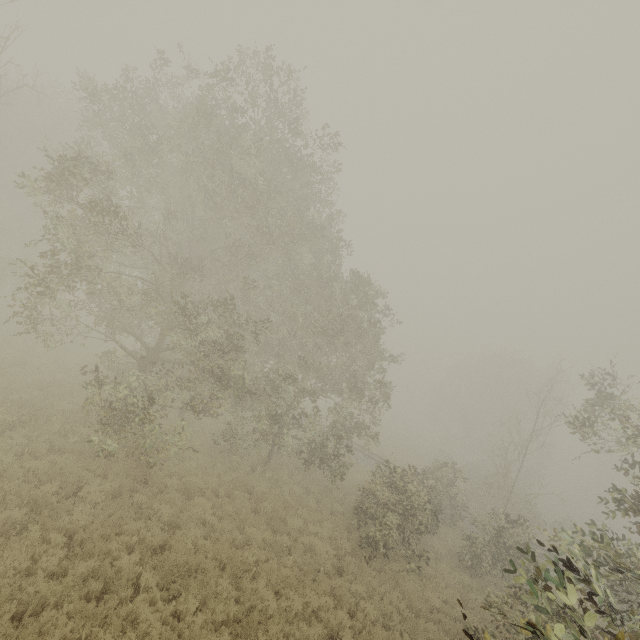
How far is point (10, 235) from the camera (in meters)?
22.03

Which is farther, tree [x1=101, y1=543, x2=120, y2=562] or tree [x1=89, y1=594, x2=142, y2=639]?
tree [x1=101, y1=543, x2=120, y2=562]

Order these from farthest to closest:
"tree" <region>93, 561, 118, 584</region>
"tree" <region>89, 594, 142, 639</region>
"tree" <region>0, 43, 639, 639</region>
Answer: "tree" <region>0, 43, 639, 639</region> → "tree" <region>93, 561, 118, 584</region> → "tree" <region>89, 594, 142, 639</region>

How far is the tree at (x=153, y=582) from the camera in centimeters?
759cm

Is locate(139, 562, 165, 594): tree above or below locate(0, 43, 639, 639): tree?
below

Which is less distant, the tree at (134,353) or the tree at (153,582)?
the tree at (153,582)

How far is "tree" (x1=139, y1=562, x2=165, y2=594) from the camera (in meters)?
7.59
